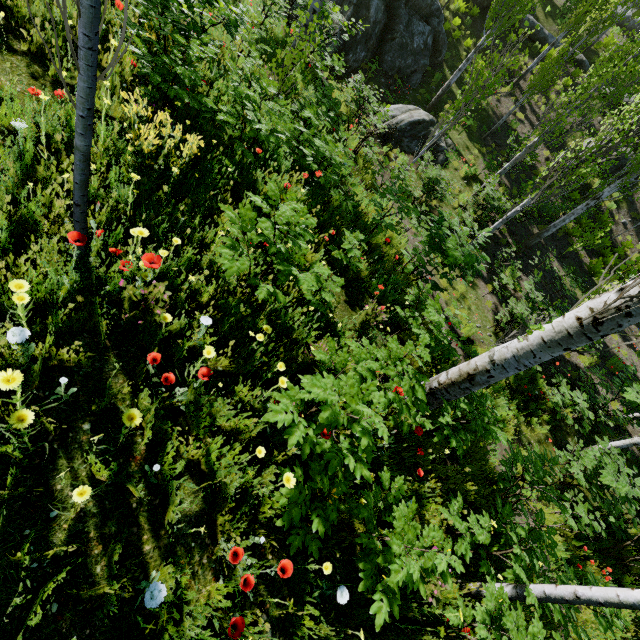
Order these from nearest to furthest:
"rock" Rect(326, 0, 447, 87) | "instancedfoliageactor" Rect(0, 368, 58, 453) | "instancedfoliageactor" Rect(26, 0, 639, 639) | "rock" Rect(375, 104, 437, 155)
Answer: "instancedfoliageactor" Rect(0, 368, 58, 453)
"instancedfoliageactor" Rect(26, 0, 639, 639)
"rock" Rect(375, 104, 437, 155)
"rock" Rect(326, 0, 447, 87)

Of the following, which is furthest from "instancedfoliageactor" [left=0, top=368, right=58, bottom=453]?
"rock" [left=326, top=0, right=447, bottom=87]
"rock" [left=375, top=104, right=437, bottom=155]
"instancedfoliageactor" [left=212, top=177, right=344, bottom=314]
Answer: "rock" [left=375, top=104, right=437, bottom=155]

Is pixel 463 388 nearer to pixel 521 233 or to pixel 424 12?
pixel 521 233

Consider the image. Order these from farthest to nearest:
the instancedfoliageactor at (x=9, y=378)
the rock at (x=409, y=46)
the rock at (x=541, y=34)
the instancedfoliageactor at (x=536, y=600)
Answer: the rock at (x=541, y=34)
the rock at (x=409, y=46)
the instancedfoliageactor at (x=536, y=600)
the instancedfoliageactor at (x=9, y=378)

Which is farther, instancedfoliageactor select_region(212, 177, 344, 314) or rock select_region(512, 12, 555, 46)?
rock select_region(512, 12, 555, 46)

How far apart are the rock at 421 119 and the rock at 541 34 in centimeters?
1195cm

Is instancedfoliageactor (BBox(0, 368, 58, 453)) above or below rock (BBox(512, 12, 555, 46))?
below

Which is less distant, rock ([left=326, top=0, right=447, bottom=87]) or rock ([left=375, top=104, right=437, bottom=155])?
rock ([left=375, top=104, right=437, bottom=155])
